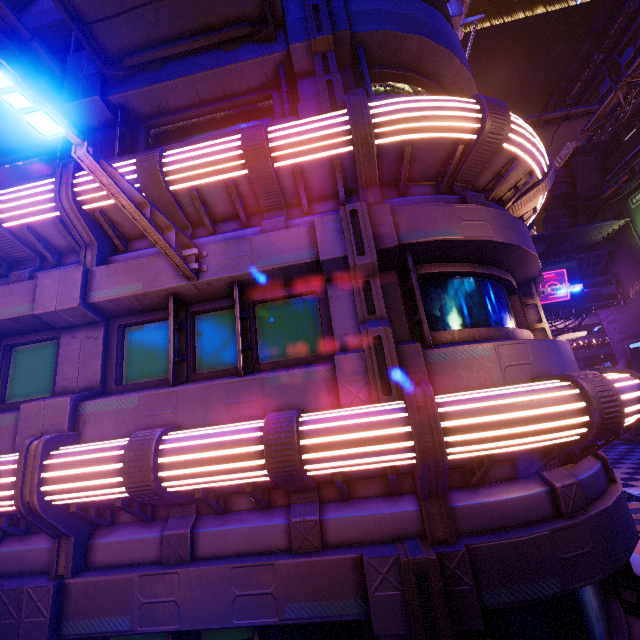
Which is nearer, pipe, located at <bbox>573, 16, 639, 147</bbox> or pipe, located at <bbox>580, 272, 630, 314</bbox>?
pipe, located at <bbox>580, 272, 630, 314</bbox>

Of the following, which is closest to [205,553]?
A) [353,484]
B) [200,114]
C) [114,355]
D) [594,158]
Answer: [353,484]

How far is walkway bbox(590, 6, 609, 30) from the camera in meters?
38.8

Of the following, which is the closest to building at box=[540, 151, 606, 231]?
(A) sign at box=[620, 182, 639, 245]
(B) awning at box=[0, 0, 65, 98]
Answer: (A) sign at box=[620, 182, 639, 245]

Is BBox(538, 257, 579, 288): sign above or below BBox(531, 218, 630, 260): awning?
below

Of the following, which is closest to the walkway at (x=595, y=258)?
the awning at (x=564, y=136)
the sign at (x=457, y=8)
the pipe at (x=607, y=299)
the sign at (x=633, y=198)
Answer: the pipe at (x=607, y=299)

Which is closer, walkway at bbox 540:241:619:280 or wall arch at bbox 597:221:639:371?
wall arch at bbox 597:221:639:371

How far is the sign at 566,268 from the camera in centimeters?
2761cm
